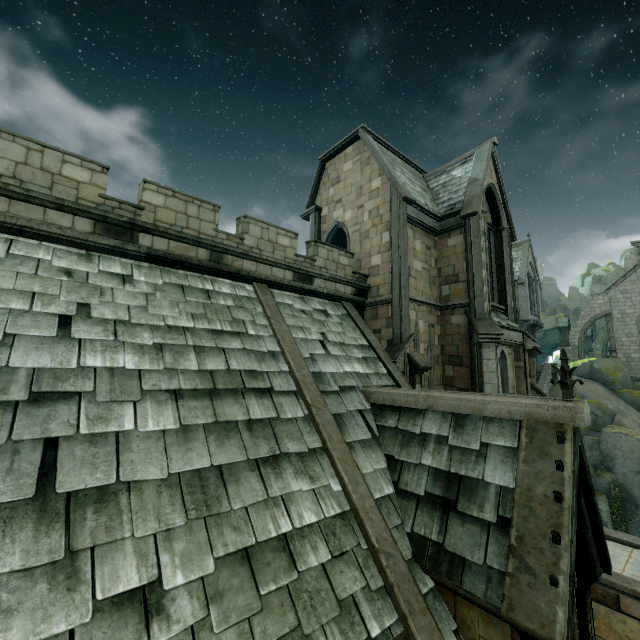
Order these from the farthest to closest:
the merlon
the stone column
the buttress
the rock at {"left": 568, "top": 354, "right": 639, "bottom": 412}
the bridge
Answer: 1. the buttress
2. the merlon
3. the rock at {"left": 568, "top": 354, "right": 639, "bottom": 412}
4. the stone column
5. the bridge

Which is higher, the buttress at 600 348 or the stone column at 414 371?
the buttress at 600 348

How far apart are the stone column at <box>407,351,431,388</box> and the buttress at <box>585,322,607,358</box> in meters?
47.1 m

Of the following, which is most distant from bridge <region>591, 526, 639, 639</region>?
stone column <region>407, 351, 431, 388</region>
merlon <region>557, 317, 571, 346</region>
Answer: merlon <region>557, 317, 571, 346</region>

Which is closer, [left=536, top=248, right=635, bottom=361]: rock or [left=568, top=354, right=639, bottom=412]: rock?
[left=568, top=354, right=639, bottom=412]: rock

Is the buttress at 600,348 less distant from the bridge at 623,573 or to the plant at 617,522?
the plant at 617,522

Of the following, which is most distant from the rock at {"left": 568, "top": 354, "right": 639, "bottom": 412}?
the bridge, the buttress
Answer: the bridge

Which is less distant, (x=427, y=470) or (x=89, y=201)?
(x=427, y=470)
